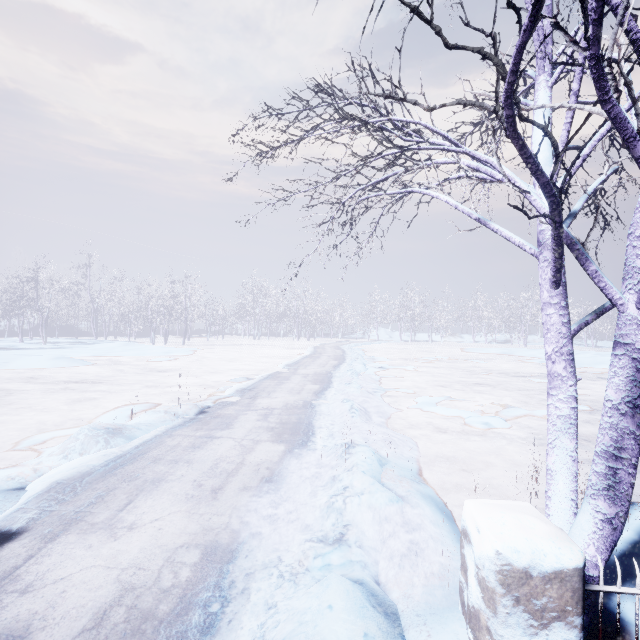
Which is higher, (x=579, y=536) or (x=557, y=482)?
(x=557, y=482)
